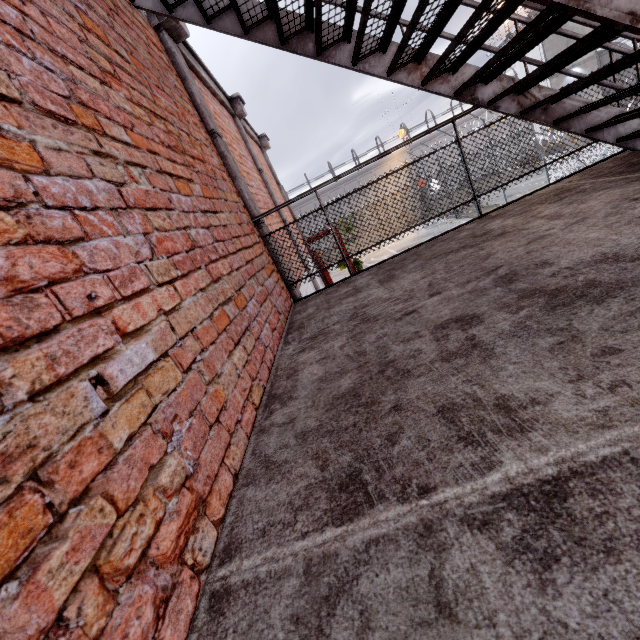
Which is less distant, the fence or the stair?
the stair

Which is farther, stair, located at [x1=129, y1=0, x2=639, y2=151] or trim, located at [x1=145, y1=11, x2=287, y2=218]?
trim, located at [x1=145, y1=11, x2=287, y2=218]

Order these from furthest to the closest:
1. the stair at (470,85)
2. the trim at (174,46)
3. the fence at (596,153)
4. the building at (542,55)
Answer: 1. the building at (542,55)
2. the fence at (596,153)
3. the trim at (174,46)
4. the stair at (470,85)

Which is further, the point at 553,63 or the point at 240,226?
the point at 240,226

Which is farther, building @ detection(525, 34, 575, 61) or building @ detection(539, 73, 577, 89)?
building @ detection(539, 73, 577, 89)

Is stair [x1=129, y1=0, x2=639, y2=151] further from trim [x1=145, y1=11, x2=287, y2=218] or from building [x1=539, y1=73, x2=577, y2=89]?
building [x1=539, y1=73, x2=577, y2=89]

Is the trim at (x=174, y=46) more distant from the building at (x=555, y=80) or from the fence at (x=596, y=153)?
Result: the building at (x=555, y=80)

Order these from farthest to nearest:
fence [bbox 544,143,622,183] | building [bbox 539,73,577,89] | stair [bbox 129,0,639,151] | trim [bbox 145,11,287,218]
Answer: building [bbox 539,73,577,89]
fence [bbox 544,143,622,183]
trim [bbox 145,11,287,218]
stair [bbox 129,0,639,151]
